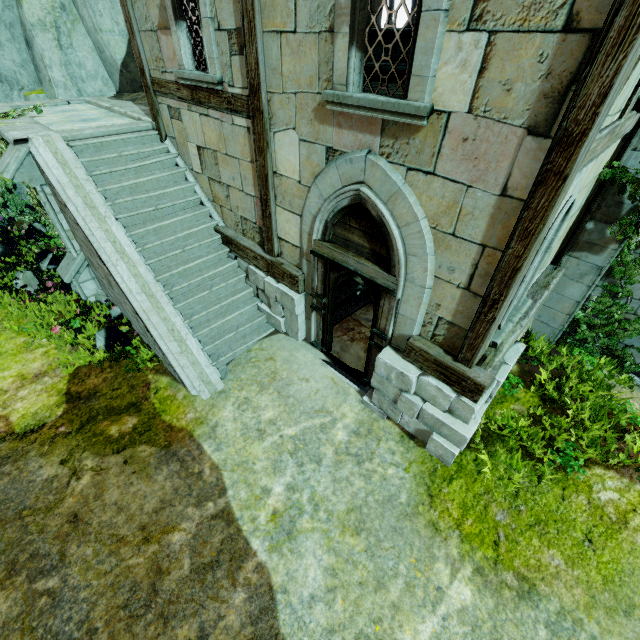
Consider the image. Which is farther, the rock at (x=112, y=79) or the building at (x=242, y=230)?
the rock at (x=112, y=79)

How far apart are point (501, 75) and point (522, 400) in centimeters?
536cm

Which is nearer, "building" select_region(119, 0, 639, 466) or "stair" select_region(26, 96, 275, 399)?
Answer: "building" select_region(119, 0, 639, 466)

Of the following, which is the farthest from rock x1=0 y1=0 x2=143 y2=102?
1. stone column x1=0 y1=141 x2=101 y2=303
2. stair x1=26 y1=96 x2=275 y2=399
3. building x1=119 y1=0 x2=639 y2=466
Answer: stone column x1=0 y1=141 x2=101 y2=303

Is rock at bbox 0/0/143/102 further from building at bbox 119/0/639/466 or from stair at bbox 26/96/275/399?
building at bbox 119/0/639/466

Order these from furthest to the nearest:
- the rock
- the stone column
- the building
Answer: the rock → the stone column → the building

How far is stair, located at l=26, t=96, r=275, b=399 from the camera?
6.33m

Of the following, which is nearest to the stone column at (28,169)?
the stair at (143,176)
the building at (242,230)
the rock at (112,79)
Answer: the stair at (143,176)
